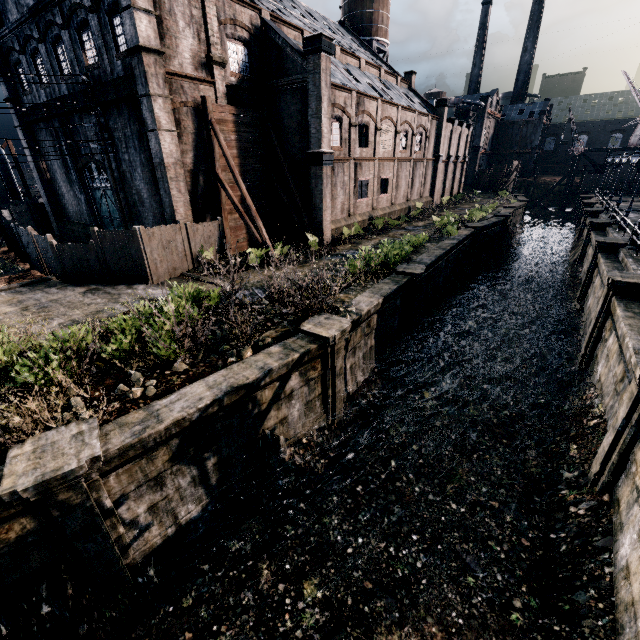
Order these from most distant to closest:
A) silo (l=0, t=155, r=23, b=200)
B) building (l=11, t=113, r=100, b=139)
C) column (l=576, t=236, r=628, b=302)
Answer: silo (l=0, t=155, r=23, b=200), building (l=11, t=113, r=100, b=139), column (l=576, t=236, r=628, b=302)

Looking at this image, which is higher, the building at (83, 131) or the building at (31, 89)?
the building at (31, 89)

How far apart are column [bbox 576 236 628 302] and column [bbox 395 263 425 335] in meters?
12.6

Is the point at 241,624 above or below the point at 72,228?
below

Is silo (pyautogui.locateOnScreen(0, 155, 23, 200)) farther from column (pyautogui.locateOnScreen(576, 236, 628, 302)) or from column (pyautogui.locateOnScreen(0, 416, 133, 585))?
column (pyautogui.locateOnScreen(576, 236, 628, 302))

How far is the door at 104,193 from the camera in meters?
24.3 m

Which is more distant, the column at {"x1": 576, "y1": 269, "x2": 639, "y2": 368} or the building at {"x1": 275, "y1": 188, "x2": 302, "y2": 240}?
the building at {"x1": 275, "y1": 188, "x2": 302, "y2": 240}

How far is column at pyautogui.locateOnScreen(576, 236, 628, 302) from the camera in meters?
20.5 m
